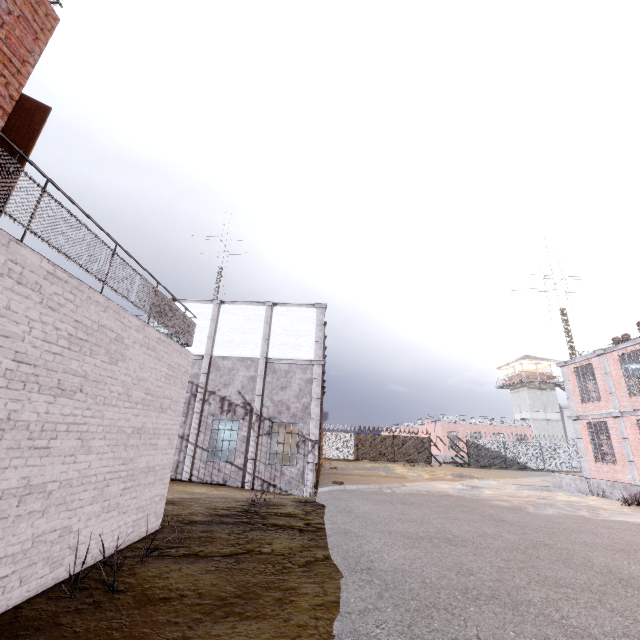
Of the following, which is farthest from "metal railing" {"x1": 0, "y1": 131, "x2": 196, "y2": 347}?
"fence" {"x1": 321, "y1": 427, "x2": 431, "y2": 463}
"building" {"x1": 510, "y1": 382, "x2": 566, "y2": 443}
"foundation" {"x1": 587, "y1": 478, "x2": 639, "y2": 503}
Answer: "building" {"x1": 510, "y1": 382, "x2": 566, "y2": 443}

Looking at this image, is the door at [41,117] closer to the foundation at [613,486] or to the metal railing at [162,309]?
the metal railing at [162,309]

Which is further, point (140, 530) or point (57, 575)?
point (140, 530)

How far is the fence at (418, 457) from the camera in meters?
35.1

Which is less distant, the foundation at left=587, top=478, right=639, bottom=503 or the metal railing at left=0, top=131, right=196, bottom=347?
the metal railing at left=0, top=131, right=196, bottom=347

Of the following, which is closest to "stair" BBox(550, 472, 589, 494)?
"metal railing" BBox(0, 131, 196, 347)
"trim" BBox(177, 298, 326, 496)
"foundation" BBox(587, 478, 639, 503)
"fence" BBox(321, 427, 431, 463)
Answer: "foundation" BBox(587, 478, 639, 503)

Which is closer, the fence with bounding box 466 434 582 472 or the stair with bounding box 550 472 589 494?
the stair with bounding box 550 472 589 494

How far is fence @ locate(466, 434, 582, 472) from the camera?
34.5m
